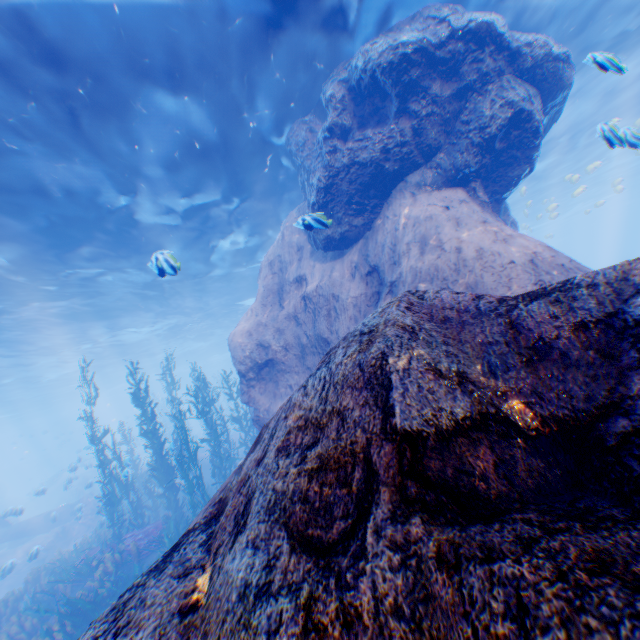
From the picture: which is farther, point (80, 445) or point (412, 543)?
point (80, 445)

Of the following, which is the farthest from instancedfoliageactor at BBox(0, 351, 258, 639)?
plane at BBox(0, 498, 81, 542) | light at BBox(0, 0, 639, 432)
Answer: light at BBox(0, 0, 639, 432)

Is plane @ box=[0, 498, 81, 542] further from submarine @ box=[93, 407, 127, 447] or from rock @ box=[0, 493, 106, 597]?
submarine @ box=[93, 407, 127, 447]

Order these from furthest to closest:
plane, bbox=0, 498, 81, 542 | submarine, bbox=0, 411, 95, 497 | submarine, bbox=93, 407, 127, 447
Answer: submarine, bbox=0, 411, 95, 497 < submarine, bbox=93, 407, 127, 447 < plane, bbox=0, 498, 81, 542

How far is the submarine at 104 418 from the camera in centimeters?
4341cm

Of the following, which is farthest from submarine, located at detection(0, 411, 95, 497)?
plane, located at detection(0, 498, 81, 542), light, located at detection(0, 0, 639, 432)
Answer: plane, located at detection(0, 498, 81, 542)

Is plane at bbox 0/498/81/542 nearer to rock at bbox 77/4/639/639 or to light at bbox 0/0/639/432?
rock at bbox 77/4/639/639

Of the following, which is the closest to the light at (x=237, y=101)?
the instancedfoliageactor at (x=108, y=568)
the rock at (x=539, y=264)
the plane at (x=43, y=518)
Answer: the rock at (x=539, y=264)
